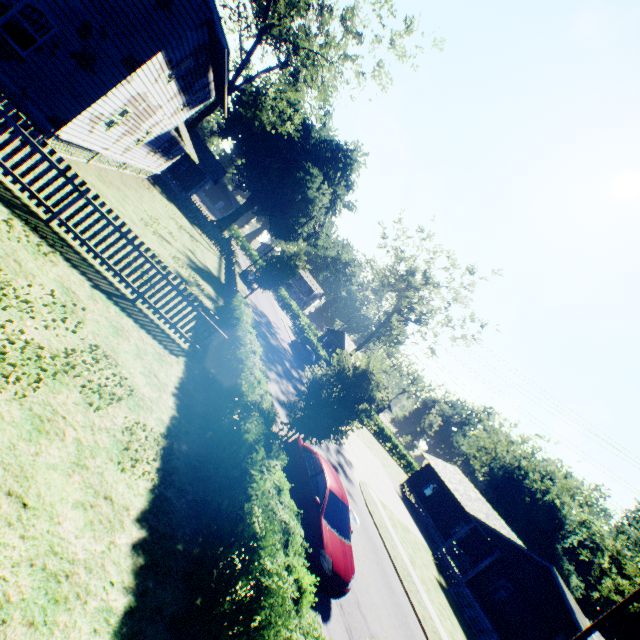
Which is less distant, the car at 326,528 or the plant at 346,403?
the car at 326,528

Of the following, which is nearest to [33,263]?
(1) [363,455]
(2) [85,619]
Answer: (2) [85,619]

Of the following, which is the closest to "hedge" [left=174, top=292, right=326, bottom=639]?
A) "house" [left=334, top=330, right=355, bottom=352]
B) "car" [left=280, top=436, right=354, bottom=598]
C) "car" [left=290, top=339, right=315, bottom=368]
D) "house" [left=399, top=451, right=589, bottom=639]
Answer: "car" [left=280, top=436, right=354, bottom=598]

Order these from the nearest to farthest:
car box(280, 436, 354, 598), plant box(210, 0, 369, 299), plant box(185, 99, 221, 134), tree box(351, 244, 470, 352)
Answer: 1. car box(280, 436, 354, 598)
2. plant box(210, 0, 369, 299)
3. plant box(185, 99, 221, 134)
4. tree box(351, 244, 470, 352)

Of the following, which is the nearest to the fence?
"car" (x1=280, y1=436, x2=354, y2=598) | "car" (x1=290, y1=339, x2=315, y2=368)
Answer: "car" (x1=290, y1=339, x2=315, y2=368)

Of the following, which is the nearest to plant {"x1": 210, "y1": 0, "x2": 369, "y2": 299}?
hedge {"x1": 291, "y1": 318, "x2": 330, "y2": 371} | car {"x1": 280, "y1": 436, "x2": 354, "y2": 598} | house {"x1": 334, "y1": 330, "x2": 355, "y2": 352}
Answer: car {"x1": 280, "y1": 436, "x2": 354, "y2": 598}

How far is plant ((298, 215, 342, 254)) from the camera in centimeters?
5131cm

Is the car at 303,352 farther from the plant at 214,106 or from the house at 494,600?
the house at 494,600
